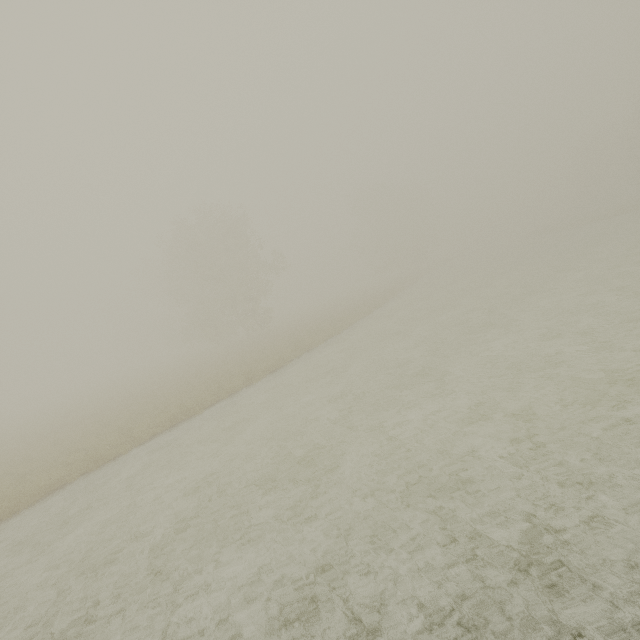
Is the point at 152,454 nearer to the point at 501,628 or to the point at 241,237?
the point at 501,628
